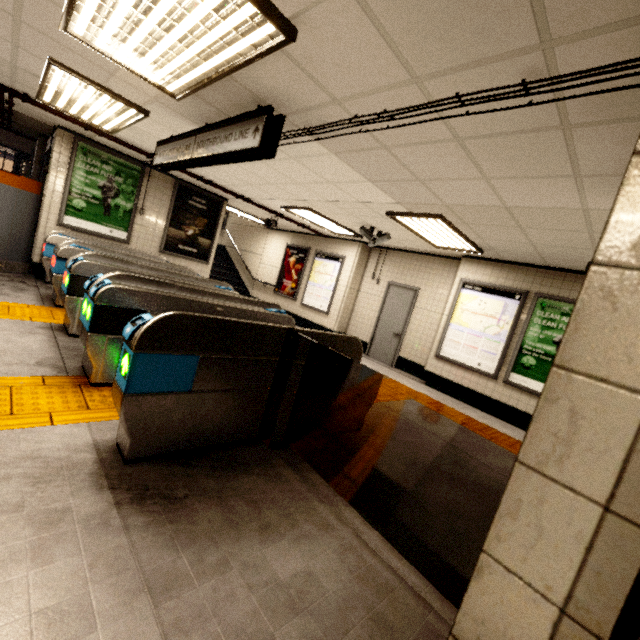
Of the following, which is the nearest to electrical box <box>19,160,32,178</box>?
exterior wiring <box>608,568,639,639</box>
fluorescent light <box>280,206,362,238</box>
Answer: fluorescent light <box>280,206,362,238</box>

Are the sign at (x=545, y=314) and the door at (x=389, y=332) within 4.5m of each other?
yes

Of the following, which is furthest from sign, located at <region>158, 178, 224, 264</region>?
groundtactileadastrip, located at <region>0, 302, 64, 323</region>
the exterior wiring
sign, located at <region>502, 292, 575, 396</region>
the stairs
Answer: the exterior wiring

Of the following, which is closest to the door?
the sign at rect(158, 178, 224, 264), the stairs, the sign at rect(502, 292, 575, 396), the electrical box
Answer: the sign at rect(502, 292, 575, 396)

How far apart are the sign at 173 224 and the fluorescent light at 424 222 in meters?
5.0 m

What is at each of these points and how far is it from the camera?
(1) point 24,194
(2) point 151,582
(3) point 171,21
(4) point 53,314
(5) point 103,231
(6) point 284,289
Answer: (1) ticket machine, 6.2m
(2) building, 1.5m
(3) fluorescent light, 2.2m
(4) groundtactileadastrip, 4.7m
(5) sign, 6.9m
(6) sign, 10.9m

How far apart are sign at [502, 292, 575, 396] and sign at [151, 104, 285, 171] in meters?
5.4

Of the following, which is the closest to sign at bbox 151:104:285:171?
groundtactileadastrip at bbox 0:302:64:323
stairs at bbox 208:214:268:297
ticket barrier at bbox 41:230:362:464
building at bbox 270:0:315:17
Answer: building at bbox 270:0:315:17
